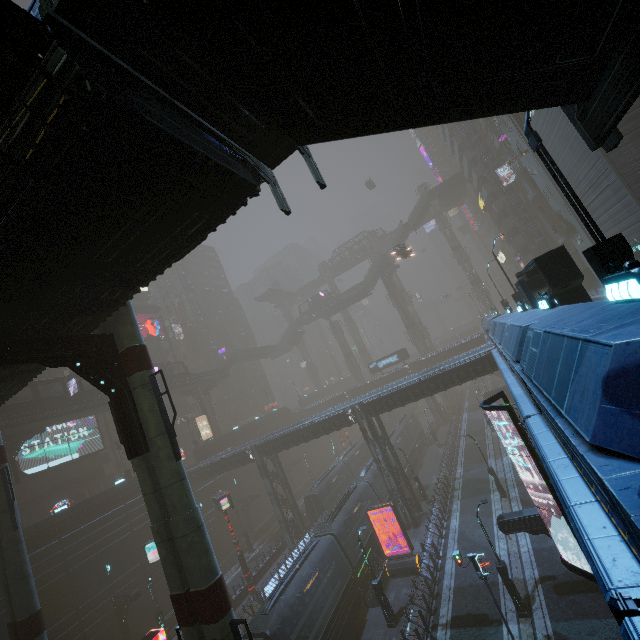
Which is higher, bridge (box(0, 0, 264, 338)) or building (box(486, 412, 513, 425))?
bridge (box(0, 0, 264, 338))

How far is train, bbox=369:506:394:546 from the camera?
28.0m

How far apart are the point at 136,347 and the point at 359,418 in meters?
22.7 m

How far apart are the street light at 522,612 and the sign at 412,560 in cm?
703

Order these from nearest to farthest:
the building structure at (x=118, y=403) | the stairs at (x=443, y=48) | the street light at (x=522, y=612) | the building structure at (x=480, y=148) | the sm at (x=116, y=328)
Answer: the stairs at (x=443, y=48) → the building structure at (x=118, y=403) → the sm at (x=116, y=328) → the street light at (x=522, y=612) → the building structure at (x=480, y=148)

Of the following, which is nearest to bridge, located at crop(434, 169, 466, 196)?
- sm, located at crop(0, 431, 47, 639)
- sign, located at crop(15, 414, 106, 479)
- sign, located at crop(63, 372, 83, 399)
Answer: sign, located at crop(63, 372, 83, 399)

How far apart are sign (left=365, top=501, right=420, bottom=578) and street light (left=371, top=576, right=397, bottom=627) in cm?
351

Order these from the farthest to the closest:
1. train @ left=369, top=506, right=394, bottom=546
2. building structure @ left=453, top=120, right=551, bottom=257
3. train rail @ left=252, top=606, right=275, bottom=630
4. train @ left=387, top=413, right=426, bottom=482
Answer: train @ left=387, top=413, right=426, bottom=482 < building structure @ left=453, top=120, right=551, bottom=257 < train @ left=369, top=506, right=394, bottom=546 < train rail @ left=252, top=606, right=275, bottom=630
